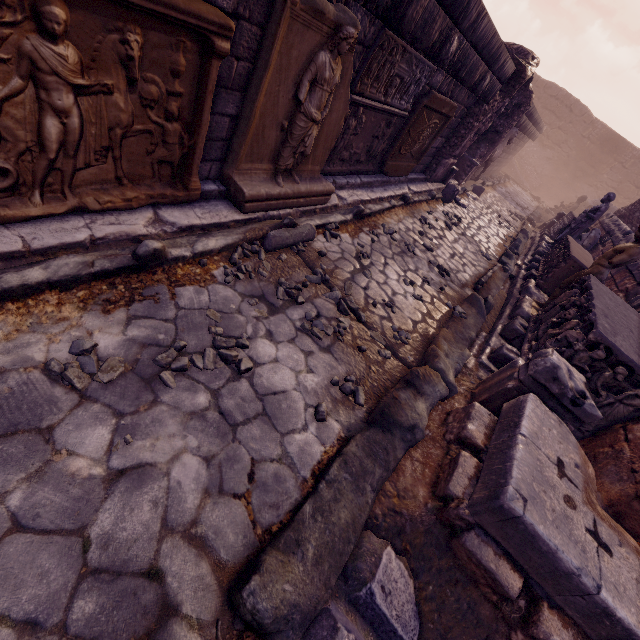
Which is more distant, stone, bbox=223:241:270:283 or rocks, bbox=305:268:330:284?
rocks, bbox=305:268:330:284

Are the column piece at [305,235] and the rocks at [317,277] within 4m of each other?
yes

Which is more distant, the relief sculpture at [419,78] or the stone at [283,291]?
the stone at [283,291]

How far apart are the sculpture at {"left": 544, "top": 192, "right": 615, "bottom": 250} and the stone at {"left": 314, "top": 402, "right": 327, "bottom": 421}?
10.3m

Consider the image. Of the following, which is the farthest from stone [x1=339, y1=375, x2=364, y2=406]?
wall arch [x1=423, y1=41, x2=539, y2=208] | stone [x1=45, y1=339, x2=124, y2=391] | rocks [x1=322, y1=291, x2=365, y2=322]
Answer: wall arch [x1=423, y1=41, x2=539, y2=208]

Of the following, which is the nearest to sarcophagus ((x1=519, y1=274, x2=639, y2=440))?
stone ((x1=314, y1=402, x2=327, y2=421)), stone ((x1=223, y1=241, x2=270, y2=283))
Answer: stone ((x1=314, y1=402, x2=327, y2=421))

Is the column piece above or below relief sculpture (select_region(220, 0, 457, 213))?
below

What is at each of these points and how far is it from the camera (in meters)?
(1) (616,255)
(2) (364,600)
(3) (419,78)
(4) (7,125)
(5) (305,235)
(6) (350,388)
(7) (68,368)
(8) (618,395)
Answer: (1) sculpture, 4.54
(2) debris pile, 1.92
(3) relief sculpture, 4.84
(4) relief sculpture, 1.91
(5) column piece, 4.03
(6) stone, 2.96
(7) stone, 1.98
(8) sarcophagus, 3.25
